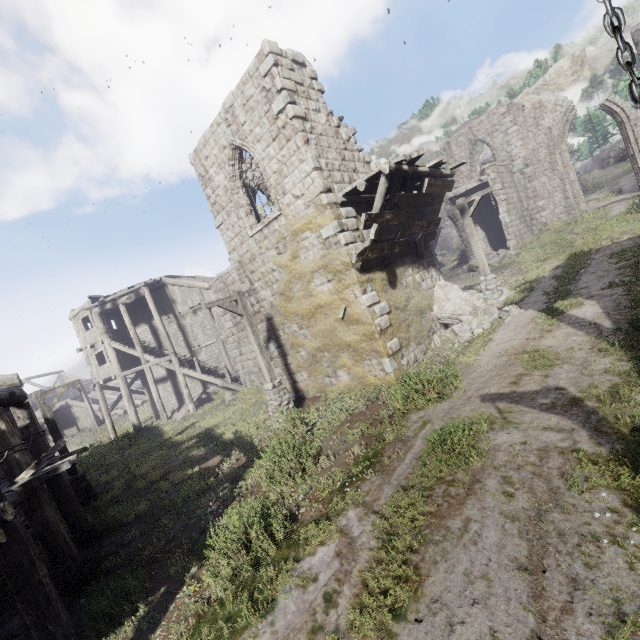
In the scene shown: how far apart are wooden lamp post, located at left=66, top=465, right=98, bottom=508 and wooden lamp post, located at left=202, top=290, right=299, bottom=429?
6.0m

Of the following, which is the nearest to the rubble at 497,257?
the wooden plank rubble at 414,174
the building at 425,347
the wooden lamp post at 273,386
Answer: the building at 425,347

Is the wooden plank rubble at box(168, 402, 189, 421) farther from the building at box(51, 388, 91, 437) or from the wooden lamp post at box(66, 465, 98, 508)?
the building at box(51, 388, 91, 437)

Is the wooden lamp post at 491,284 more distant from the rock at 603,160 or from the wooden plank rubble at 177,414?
the rock at 603,160

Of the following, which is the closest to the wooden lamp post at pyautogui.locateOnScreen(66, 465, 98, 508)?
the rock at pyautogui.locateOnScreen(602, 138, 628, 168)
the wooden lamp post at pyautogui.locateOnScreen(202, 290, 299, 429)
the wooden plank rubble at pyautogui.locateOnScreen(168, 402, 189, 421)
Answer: the wooden lamp post at pyautogui.locateOnScreen(202, 290, 299, 429)

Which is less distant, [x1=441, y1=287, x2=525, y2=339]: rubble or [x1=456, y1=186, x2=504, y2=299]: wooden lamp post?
[x1=441, y1=287, x2=525, y2=339]: rubble

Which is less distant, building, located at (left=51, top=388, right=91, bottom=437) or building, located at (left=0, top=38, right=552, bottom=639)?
building, located at (left=0, top=38, right=552, bottom=639)

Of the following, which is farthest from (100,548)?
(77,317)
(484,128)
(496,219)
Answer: (484,128)
